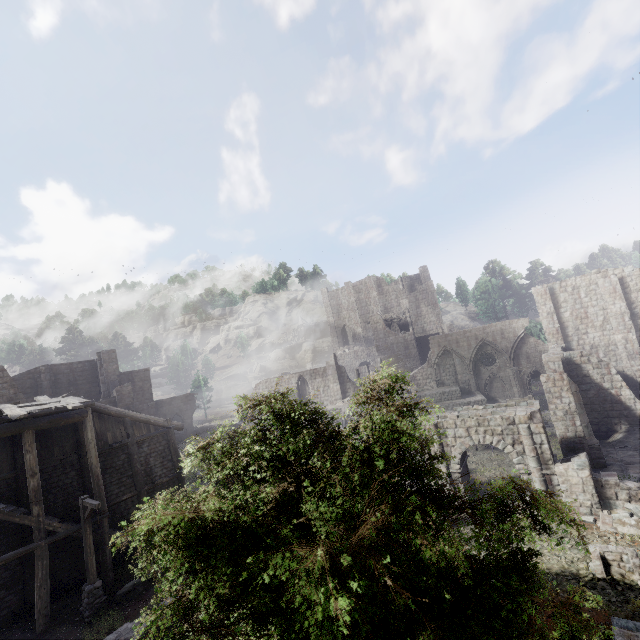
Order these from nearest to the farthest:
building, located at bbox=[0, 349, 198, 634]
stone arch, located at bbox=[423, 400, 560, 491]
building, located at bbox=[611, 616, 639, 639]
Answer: building, located at bbox=[611, 616, 639, 639] < building, located at bbox=[0, 349, 198, 634] < stone arch, located at bbox=[423, 400, 560, 491]

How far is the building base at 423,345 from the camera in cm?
5291

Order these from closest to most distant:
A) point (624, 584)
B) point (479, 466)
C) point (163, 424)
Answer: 1. point (624, 584)
2. point (163, 424)
3. point (479, 466)

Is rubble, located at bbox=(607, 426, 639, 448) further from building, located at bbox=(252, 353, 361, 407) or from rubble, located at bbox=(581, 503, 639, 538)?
rubble, located at bbox=(581, 503, 639, 538)

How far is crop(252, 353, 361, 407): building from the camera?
40.69m

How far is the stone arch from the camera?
15.80m

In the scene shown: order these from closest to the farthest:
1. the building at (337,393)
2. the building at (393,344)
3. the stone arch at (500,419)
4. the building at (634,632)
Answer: the building at (634,632), the stone arch at (500,419), the building at (393,344), the building at (337,393)
